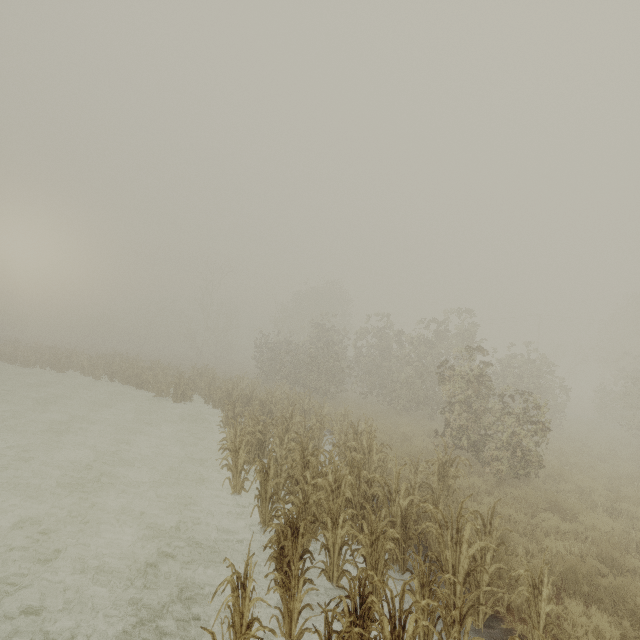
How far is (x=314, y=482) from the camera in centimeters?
681cm

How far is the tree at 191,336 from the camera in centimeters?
4494cm

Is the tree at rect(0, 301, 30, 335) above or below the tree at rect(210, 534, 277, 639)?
above

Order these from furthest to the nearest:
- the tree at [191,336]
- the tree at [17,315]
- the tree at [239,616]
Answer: the tree at [17,315] < the tree at [191,336] < the tree at [239,616]

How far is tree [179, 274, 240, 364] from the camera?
44.9 meters

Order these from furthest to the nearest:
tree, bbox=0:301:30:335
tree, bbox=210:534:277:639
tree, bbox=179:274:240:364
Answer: tree, bbox=0:301:30:335, tree, bbox=179:274:240:364, tree, bbox=210:534:277:639

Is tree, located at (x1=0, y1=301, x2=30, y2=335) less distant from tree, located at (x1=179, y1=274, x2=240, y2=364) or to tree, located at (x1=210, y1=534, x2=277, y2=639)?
tree, located at (x1=179, y1=274, x2=240, y2=364)
